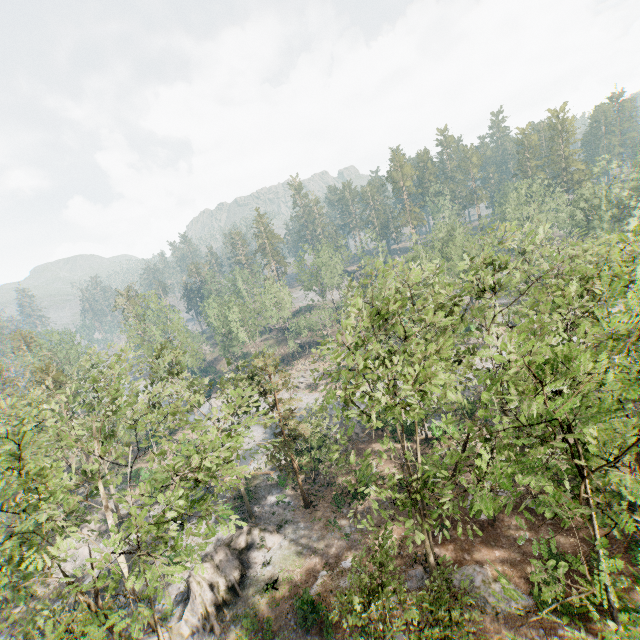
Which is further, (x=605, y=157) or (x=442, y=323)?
(x=605, y=157)

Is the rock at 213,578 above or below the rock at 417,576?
above

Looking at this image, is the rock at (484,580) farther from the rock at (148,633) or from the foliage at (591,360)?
the rock at (148,633)

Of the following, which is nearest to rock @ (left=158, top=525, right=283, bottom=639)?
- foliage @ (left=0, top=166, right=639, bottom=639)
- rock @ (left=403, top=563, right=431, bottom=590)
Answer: foliage @ (left=0, top=166, right=639, bottom=639)

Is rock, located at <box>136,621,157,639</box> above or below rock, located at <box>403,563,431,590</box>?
above

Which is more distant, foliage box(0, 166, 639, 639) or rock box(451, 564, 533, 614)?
rock box(451, 564, 533, 614)

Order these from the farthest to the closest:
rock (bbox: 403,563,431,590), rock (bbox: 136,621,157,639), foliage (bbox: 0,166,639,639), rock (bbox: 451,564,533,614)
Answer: rock (bbox: 403,563,431,590), rock (bbox: 136,621,157,639), rock (bbox: 451,564,533,614), foliage (bbox: 0,166,639,639)

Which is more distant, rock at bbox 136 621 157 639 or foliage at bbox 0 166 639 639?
rock at bbox 136 621 157 639
